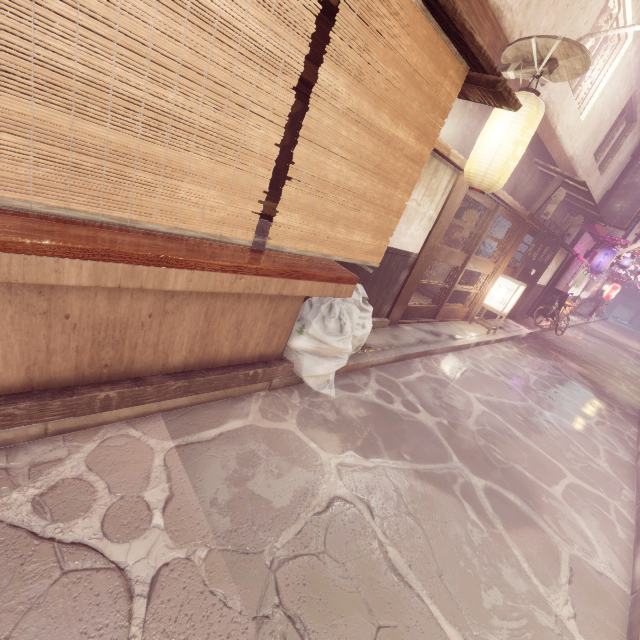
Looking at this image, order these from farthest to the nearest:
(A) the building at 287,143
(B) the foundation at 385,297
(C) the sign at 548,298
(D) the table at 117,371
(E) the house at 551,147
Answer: (C) the sign at 548,298 → (E) the house at 551,147 → (B) the foundation at 385,297 → (A) the building at 287,143 → (D) the table at 117,371

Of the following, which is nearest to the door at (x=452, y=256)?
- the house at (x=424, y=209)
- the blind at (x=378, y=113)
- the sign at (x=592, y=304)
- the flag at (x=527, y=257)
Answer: the house at (x=424, y=209)

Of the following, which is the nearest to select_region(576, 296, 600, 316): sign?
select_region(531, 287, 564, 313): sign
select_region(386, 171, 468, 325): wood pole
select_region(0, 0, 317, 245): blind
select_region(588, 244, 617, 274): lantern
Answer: select_region(588, 244, 617, 274): lantern

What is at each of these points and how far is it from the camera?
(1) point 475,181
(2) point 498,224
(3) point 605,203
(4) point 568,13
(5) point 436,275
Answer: (1) lantern, 7.60m
(2) building, 15.27m
(3) light, 20.58m
(4) house, 8.81m
(5) building, 17.52m

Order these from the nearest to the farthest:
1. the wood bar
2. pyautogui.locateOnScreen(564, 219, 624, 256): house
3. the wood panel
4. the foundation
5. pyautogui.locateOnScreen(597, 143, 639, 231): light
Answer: the wood panel, the wood bar, the foundation, pyautogui.locateOnScreen(597, 143, 639, 231): light, pyautogui.locateOnScreen(564, 219, 624, 256): house

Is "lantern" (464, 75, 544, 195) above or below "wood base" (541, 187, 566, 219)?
below

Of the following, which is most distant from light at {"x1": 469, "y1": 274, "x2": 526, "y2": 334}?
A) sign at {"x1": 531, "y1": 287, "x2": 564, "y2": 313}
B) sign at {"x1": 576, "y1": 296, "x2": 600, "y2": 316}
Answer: sign at {"x1": 576, "y1": 296, "x2": 600, "y2": 316}

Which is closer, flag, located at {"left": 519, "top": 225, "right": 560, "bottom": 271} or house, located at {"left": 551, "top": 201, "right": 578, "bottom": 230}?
flag, located at {"left": 519, "top": 225, "right": 560, "bottom": 271}
